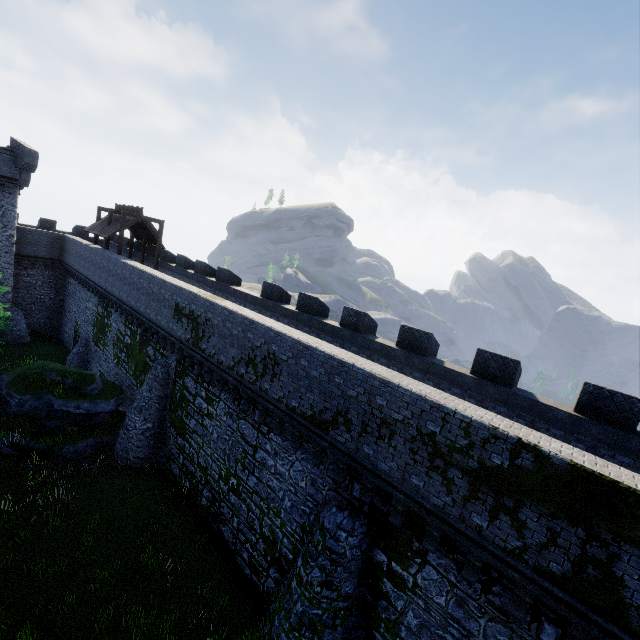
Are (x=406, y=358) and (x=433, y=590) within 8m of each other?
yes
